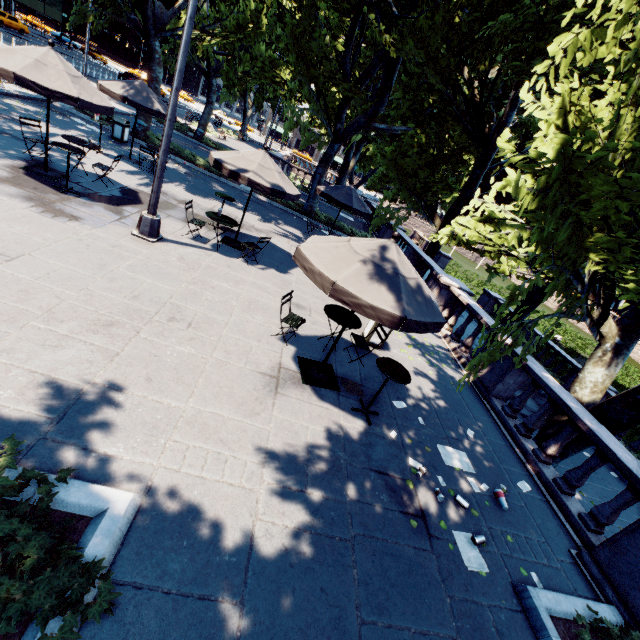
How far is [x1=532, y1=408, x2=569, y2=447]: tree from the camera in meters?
7.9 m

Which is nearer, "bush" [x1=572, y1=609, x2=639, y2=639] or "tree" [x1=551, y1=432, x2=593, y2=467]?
"bush" [x1=572, y1=609, x2=639, y2=639]

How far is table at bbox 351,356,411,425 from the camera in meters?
5.5 m

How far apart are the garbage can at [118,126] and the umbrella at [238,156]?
8.8 meters

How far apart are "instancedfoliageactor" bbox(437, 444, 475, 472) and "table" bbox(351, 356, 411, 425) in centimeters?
135cm

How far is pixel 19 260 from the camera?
5.6 meters

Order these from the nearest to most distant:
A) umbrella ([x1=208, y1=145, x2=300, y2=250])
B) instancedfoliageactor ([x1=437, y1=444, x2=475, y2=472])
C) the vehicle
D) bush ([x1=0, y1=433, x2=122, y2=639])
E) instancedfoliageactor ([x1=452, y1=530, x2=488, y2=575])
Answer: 1. bush ([x1=0, y1=433, x2=122, y2=639])
2. instancedfoliageactor ([x1=452, y1=530, x2=488, y2=575])
3. instancedfoliageactor ([x1=437, y1=444, x2=475, y2=472])
4. umbrella ([x1=208, y1=145, x2=300, y2=250])
5. the vehicle

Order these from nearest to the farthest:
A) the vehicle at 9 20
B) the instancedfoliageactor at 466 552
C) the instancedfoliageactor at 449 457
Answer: the instancedfoliageactor at 466 552, the instancedfoliageactor at 449 457, the vehicle at 9 20
